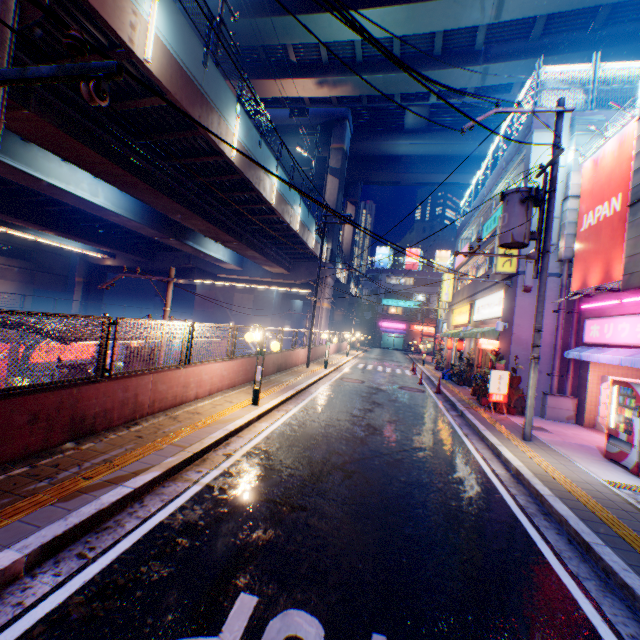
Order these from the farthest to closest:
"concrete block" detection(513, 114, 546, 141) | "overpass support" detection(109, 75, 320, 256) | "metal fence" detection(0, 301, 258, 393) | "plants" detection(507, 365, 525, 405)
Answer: "concrete block" detection(513, 114, 546, 141) → "plants" detection(507, 365, 525, 405) → "overpass support" detection(109, 75, 320, 256) → "metal fence" detection(0, 301, 258, 393)

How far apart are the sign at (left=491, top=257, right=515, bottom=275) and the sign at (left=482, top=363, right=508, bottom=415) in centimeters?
397cm

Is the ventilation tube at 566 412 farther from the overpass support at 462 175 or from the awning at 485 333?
the overpass support at 462 175

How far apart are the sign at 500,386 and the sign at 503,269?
4.0 meters

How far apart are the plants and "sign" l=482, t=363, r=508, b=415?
0.0 meters

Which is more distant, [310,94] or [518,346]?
[310,94]

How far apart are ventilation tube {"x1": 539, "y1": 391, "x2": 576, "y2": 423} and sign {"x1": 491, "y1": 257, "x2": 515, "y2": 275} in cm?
486

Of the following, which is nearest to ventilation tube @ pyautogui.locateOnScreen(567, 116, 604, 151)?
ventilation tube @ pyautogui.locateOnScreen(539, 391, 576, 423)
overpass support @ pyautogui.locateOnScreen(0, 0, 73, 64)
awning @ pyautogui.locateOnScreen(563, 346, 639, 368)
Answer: awning @ pyautogui.locateOnScreen(563, 346, 639, 368)
